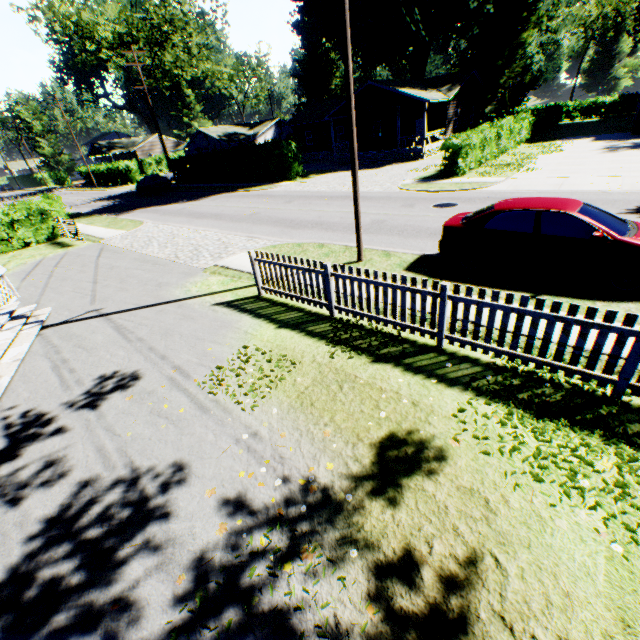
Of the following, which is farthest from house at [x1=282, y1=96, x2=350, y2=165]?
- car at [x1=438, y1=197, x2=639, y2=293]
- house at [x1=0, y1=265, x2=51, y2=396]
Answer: house at [x1=0, y1=265, x2=51, y2=396]

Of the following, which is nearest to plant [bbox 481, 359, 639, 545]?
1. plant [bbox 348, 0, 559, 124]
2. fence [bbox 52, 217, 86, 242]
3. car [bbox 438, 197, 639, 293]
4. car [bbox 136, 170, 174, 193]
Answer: car [bbox 438, 197, 639, 293]

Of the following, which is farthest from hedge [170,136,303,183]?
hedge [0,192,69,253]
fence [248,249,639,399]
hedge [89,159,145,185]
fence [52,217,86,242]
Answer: fence [248,249,639,399]

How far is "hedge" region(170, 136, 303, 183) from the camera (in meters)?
27.23

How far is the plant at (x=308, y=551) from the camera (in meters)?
3.24

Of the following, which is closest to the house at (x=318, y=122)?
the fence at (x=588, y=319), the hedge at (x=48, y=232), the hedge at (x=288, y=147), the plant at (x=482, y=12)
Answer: the plant at (x=482, y=12)

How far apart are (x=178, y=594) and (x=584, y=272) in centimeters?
877cm

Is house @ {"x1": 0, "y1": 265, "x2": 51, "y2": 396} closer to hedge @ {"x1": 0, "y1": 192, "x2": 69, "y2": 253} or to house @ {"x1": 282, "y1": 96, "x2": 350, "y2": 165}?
hedge @ {"x1": 0, "y1": 192, "x2": 69, "y2": 253}
